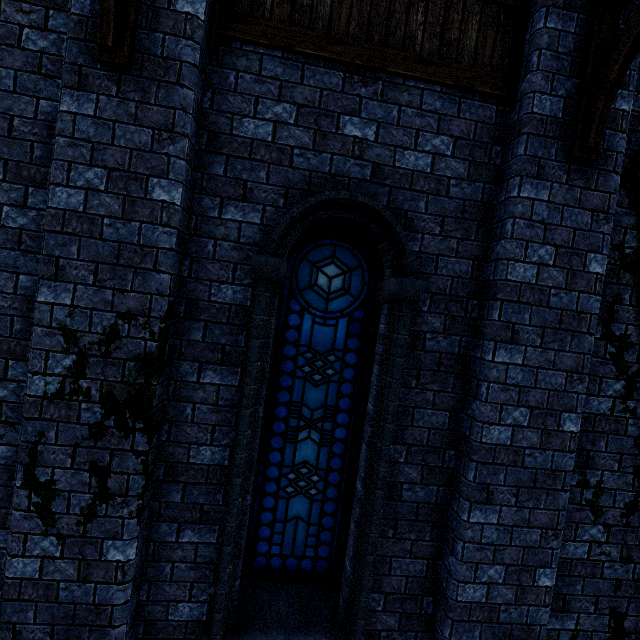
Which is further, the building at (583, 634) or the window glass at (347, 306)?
the window glass at (347, 306)

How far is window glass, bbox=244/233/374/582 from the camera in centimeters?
344cm

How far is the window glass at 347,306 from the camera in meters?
3.4

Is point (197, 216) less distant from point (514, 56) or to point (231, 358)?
point (231, 358)

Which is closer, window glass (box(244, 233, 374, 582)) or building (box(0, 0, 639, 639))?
building (box(0, 0, 639, 639))
